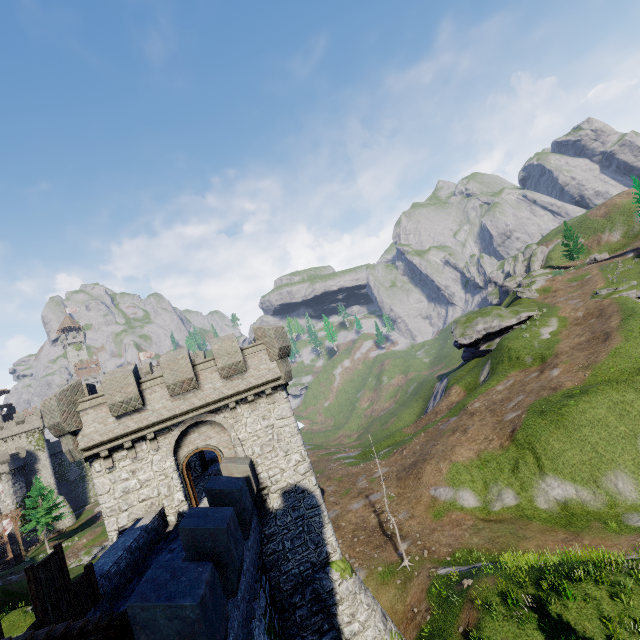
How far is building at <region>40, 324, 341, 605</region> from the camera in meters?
14.9 m

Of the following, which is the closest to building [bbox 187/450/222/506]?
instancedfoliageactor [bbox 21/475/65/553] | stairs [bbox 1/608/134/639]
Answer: stairs [bbox 1/608/134/639]

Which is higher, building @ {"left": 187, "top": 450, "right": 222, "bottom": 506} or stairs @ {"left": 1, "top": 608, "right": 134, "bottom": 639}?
stairs @ {"left": 1, "top": 608, "right": 134, "bottom": 639}

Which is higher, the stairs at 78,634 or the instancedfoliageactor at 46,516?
the stairs at 78,634

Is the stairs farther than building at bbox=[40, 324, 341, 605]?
No

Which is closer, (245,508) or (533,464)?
(245,508)

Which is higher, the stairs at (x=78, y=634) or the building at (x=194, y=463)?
the stairs at (x=78, y=634)
